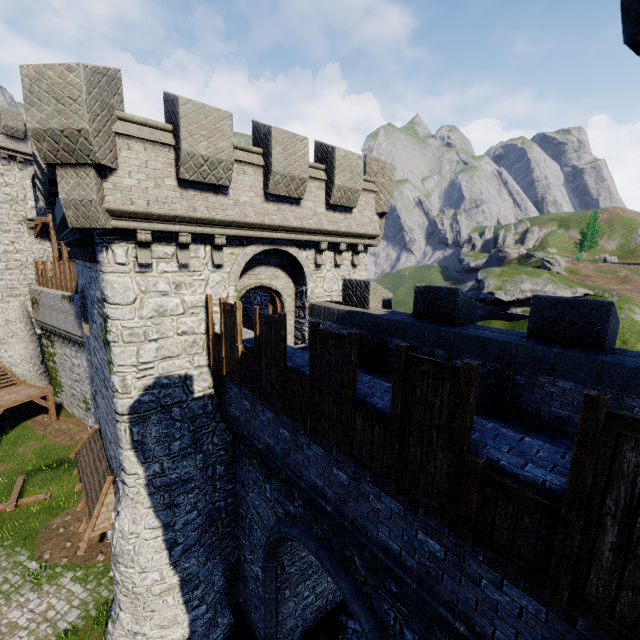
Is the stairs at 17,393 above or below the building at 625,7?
below

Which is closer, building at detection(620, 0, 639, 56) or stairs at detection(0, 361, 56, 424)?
building at detection(620, 0, 639, 56)

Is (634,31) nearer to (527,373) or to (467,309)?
(527,373)

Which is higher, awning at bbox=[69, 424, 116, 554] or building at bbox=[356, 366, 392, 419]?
building at bbox=[356, 366, 392, 419]

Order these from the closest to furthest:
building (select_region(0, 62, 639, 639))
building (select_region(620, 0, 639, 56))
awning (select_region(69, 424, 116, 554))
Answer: building (select_region(620, 0, 639, 56))
building (select_region(0, 62, 639, 639))
awning (select_region(69, 424, 116, 554))

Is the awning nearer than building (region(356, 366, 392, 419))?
No

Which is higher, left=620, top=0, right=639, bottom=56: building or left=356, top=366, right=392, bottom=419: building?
left=620, top=0, right=639, bottom=56: building

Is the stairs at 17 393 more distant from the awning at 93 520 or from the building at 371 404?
the awning at 93 520
